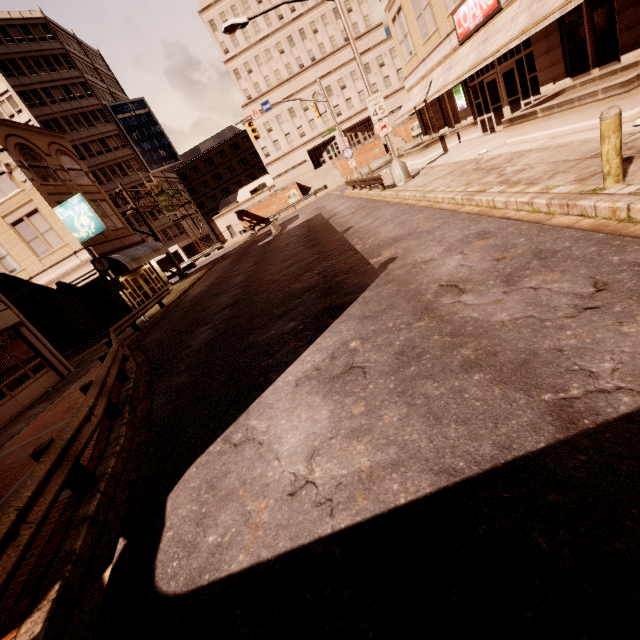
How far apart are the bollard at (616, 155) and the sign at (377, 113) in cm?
1301

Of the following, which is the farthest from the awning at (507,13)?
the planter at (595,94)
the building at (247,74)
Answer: the building at (247,74)

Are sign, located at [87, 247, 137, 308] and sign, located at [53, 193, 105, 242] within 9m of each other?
yes

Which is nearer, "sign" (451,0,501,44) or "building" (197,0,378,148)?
"sign" (451,0,501,44)

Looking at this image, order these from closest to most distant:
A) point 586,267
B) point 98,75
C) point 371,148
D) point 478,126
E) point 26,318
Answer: point 586,267 < point 478,126 < point 26,318 < point 371,148 < point 98,75

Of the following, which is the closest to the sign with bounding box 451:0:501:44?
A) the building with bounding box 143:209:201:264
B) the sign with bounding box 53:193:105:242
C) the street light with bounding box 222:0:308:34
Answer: the street light with bounding box 222:0:308:34

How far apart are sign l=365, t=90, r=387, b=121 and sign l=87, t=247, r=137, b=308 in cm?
1565

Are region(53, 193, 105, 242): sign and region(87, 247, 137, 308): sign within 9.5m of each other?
yes
